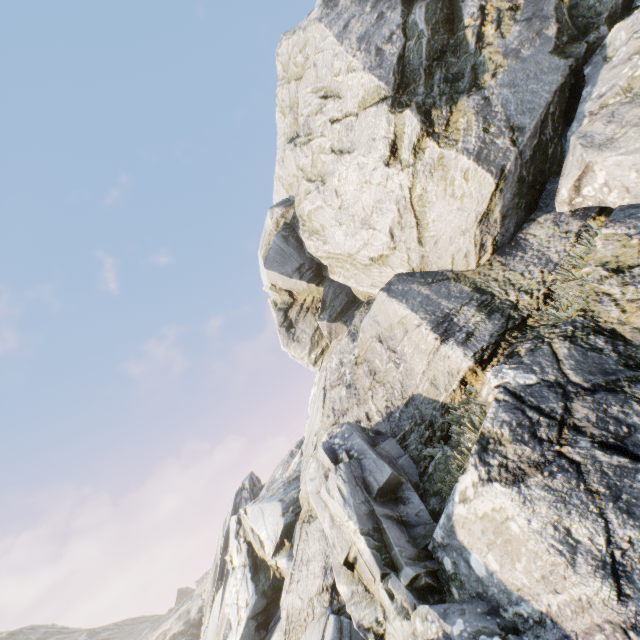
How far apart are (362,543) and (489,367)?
4.2 meters
